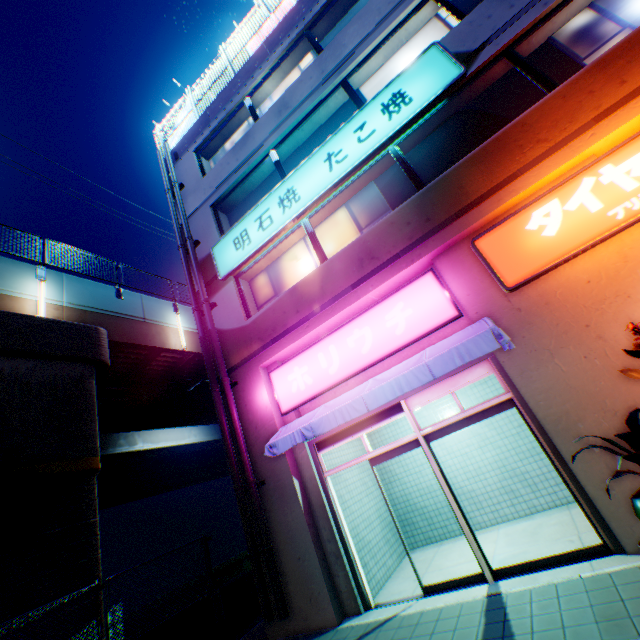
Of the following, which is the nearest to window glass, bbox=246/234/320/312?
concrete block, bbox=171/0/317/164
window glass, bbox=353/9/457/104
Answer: window glass, bbox=353/9/457/104

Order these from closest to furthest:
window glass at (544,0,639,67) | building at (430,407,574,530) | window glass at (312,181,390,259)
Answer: window glass at (544,0,639,67) → building at (430,407,574,530) → window glass at (312,181,390,259)

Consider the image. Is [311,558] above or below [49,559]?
A: below

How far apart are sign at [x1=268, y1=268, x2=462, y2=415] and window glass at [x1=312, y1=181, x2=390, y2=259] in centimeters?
159cm

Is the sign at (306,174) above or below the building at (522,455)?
above

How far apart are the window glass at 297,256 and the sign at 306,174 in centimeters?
47cm

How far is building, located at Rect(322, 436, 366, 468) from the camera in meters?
7.8 m

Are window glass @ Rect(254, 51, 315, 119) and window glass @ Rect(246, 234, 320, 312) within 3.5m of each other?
no
